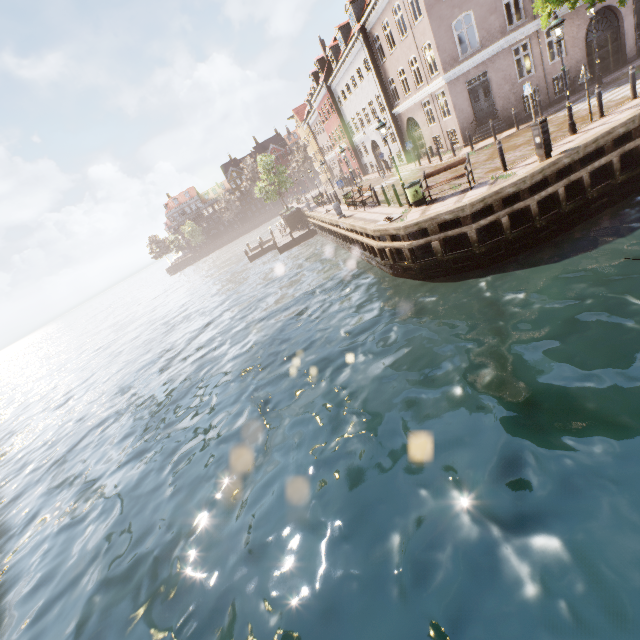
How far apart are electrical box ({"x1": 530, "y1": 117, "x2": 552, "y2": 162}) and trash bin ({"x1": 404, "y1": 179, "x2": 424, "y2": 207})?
3.95m

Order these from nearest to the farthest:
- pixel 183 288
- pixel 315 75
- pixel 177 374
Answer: pixel 177 374
pixel 315 75
pixel 183 288

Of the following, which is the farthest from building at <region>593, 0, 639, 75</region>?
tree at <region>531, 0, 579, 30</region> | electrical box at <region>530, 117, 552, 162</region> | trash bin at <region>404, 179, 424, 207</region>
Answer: electrical box at <region>530, 117, 552, 162</region>

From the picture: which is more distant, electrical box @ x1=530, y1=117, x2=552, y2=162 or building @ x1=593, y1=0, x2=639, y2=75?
building @ x1=593, y1=0, x2=639, y2=75

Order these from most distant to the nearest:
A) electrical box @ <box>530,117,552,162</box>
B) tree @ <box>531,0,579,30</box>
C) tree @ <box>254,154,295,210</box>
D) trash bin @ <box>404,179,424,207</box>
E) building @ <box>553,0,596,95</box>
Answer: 1. tree @ <box>254,154,295,210</box>
2. building @ <box>553,0,596,95</box>
3. trash bin @ <box>404,179,424,207</box>
4. tree @ <box>531,0,579,30</box>
5. electrical box @ <box>530,117,552,162</box>

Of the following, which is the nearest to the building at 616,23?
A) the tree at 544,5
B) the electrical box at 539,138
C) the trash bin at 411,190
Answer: the tree at 544,5

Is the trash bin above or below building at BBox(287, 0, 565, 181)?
below

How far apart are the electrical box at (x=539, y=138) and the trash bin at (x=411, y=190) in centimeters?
395cm
